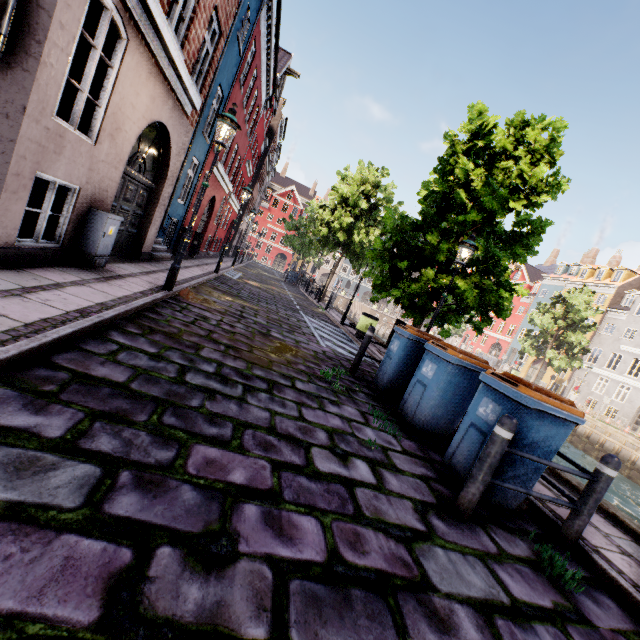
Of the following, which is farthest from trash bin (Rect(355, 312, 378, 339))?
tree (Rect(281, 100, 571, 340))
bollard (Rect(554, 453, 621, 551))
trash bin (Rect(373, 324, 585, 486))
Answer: bollard (Rect(554, 453, 621, 551))

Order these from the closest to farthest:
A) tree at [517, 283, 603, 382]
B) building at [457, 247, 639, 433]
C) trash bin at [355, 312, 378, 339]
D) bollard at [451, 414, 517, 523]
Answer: bollard at [451, 414, 517, 523] → trash bin at [355, 312, 378, 339] → tree at [517, 283, 603, 382] → building at [457, 247, 639, 433]

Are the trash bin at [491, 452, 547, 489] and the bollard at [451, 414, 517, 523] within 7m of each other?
yes

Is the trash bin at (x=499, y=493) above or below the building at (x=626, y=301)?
below

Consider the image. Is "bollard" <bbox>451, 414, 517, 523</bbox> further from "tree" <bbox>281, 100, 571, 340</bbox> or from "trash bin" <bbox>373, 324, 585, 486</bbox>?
"tree" <bbox>281, 100, 571, 340</bbox>

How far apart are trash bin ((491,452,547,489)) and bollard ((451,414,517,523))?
0.34m

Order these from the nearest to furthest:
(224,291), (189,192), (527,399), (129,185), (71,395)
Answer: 1. (71,395)
2. (527,399)
3. (129,185)
4. (224,291)
5. (189,192)

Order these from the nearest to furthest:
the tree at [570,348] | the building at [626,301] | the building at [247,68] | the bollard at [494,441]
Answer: the bollard at [494,441] → the building at [247,68] → the tree at [570,348] → the building at [626,301]
